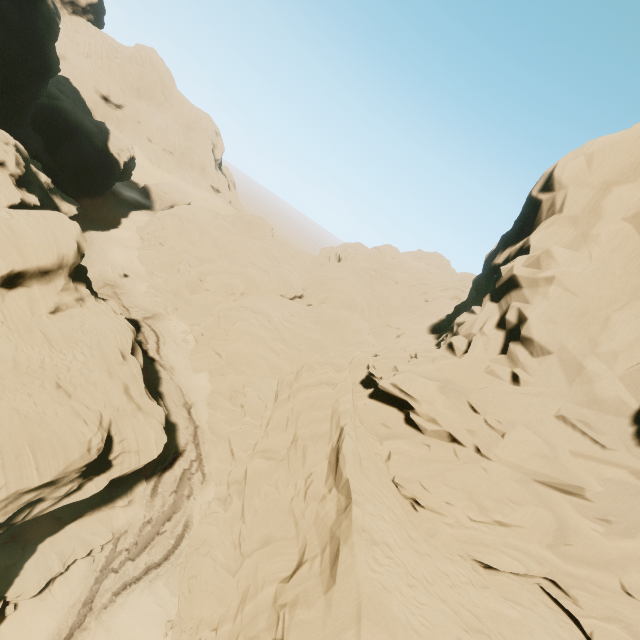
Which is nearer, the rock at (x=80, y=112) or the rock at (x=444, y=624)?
the rock at (x=444, y=624)

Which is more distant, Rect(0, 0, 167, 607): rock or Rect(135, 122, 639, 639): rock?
Rect(0, 0, 167, 607): rock

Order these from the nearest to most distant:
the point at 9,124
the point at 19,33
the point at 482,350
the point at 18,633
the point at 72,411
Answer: the point at 482,350, the point at 18,633, the point at 72,411, the point at 19,33, the point at 9,124
